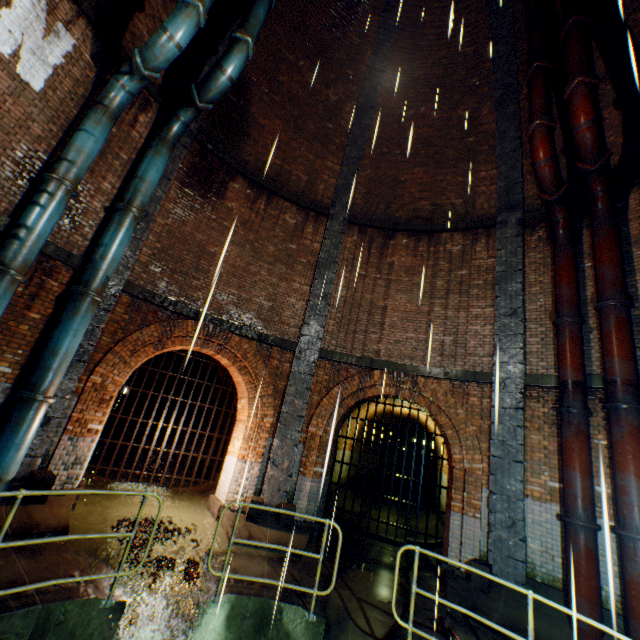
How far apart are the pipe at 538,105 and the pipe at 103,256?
9.49m

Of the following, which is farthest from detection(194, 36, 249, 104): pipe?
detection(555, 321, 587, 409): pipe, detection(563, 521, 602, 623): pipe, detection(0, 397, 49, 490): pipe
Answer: detection(563, 521, 602, 623): pipe

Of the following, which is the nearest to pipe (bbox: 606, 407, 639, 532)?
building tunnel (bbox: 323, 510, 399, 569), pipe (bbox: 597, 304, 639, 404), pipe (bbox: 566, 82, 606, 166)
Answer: pipe (bbox: 597, 304, 639, 404)

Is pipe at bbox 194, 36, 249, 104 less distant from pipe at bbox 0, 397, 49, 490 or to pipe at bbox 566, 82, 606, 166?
pipe at bbox 0, 397, 49, 490

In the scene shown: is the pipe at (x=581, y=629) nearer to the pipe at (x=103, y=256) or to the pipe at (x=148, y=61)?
the pipe at (x=103, y=256)

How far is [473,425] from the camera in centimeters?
819cm

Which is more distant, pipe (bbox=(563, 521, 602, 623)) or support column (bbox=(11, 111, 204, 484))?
support column (bbox=(11, 111, 204, 484))

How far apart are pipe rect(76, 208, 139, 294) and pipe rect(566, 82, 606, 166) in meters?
9.2
